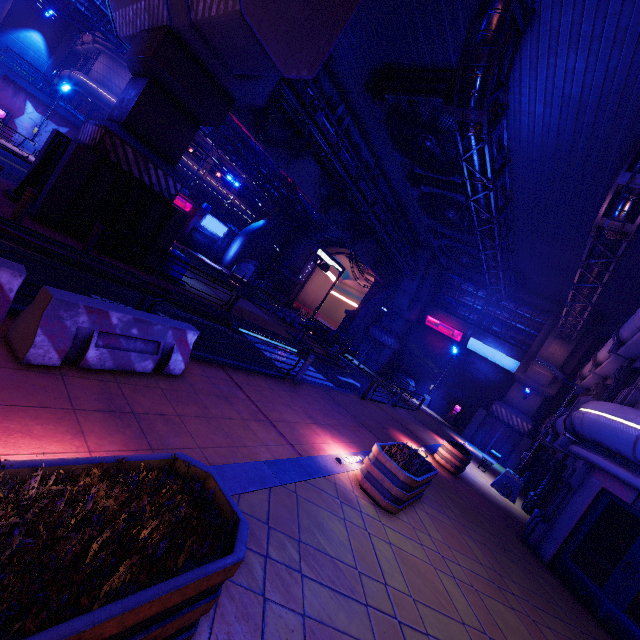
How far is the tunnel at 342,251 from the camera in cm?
4459

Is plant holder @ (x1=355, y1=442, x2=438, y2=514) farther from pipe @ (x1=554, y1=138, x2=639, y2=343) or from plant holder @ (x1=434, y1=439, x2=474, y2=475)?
pipe @ (x1=554, y1=138, x2=639, y2=343)

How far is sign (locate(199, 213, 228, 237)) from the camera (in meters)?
38.22

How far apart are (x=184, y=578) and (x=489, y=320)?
32.23m

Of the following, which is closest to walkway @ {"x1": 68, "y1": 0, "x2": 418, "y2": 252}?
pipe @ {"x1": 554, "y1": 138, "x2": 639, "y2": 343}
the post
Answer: pipe @ {"x1": 554, "y1": 138, "x2": 639, "y2": 343}

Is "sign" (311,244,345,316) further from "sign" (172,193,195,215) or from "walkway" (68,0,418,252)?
"sign" (172,193,195,215)

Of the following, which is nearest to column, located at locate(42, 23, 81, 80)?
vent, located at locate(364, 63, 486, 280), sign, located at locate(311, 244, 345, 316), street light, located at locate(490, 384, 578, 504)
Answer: sign, located at locate(311, 244, 345, 316)

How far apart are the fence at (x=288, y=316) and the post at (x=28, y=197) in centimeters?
1809cm
